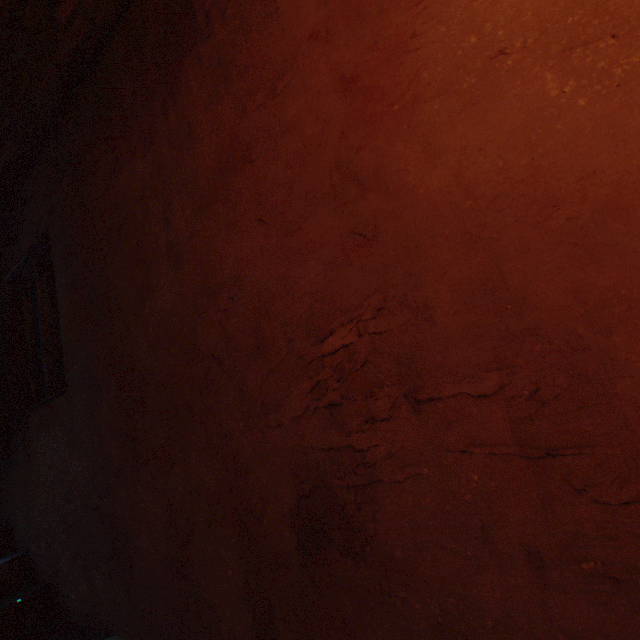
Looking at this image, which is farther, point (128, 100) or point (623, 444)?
point (128, 100)

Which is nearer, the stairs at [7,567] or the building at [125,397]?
the building at [125,397]

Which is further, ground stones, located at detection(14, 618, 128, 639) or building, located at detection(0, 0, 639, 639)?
ground stones, located at detection(14, 618, 128, 639)

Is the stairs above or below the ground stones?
above

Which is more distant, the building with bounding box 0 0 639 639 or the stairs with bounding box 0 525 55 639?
the stairs with bounding box 0 525 55 639

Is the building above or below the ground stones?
above

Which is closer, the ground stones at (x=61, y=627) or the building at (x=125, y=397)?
the building at (x=125, y=397)
